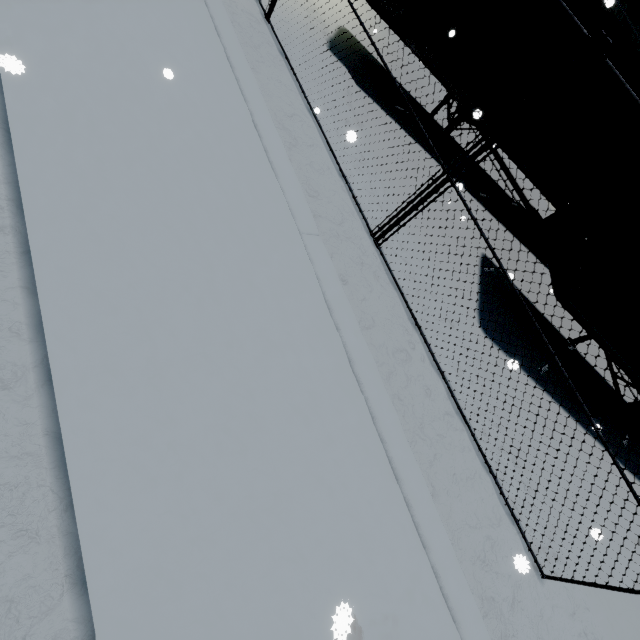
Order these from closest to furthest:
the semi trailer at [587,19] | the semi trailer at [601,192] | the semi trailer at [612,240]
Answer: the semi trailer at [612,240], the semi trailer at [601,192], the semi trailer at [587,19]

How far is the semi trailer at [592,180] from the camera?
5.9 meters

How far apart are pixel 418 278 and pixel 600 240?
3.0m

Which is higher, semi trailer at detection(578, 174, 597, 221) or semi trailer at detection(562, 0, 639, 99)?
semi trailer at detection(562, 0, 639, 99)

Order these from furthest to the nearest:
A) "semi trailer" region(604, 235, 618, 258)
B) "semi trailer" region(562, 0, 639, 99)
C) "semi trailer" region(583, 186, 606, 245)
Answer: "semi trailer" region(562, 0, 639, 99) < "semi trailer" region(583, 186, 606, 245) < "semi trailer" region(604, 235, 618, 258)

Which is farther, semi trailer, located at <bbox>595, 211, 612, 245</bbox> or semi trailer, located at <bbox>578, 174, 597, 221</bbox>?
semi trailer, located at <bbox>578, 174, 597, 221</bbox>
